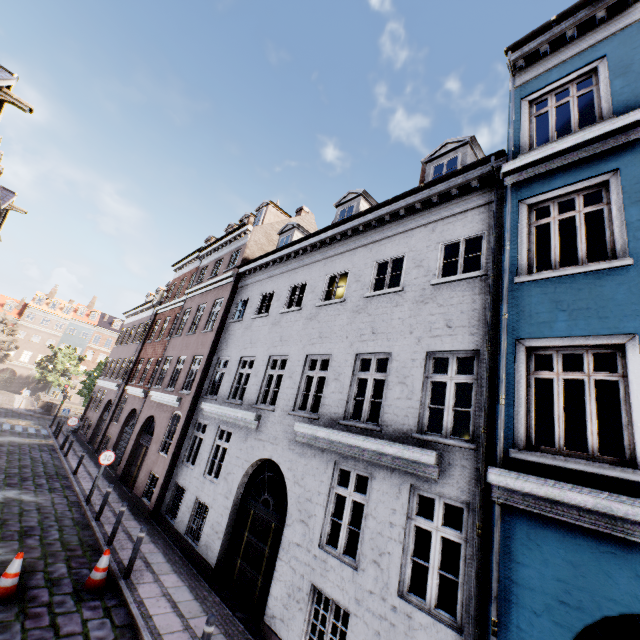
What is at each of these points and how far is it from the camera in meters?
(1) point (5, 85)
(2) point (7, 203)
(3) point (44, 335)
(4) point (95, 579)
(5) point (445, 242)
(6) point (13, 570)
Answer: (1) building, 13.9 m
(2) building, 23.4 m
(3) building, 54.0 m
(4) traffic cone, 7.4 m
(5) building, 7.8 m
(6) traffic cone, 6.6 m

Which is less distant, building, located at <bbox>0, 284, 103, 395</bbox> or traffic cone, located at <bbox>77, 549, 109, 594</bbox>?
traffic cone, located at <bbox>77, 549, 109, 594</bbox>

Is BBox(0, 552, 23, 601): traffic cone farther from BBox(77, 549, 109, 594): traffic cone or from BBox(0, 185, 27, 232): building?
BBox(0, 185, 27, 232): building

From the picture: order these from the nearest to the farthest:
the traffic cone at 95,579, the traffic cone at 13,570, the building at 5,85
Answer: the traffic cone at 13,570
the traffic cone at 95,579
the building at 5,85

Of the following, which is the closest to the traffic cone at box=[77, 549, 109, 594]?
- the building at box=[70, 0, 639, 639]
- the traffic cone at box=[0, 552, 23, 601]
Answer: the traffic cone at box=[0, 552, 23, 601]

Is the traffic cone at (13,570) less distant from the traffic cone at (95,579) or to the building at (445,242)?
the traffic cone at (95,579)
